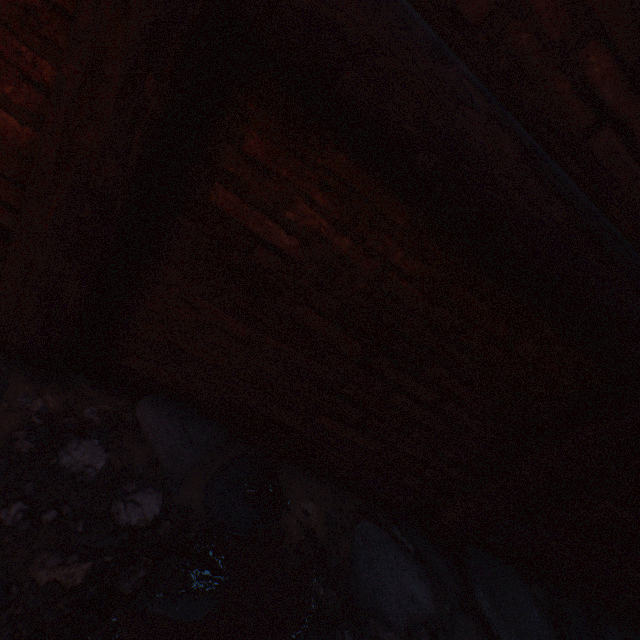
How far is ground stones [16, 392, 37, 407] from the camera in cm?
98

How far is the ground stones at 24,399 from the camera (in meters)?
0.98

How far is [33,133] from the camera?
0.9 meters
